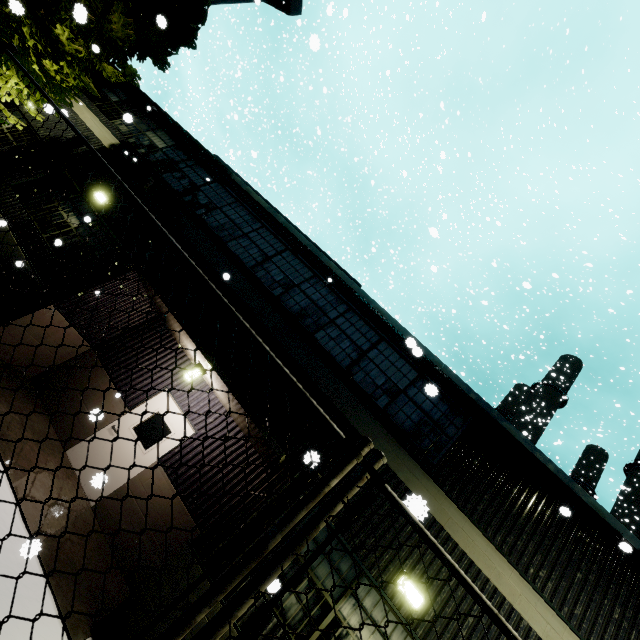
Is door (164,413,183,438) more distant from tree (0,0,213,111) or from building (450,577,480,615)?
tree (0,0,213,111)

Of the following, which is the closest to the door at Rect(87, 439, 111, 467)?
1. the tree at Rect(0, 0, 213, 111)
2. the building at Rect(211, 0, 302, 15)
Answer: the building at Rect(211, 0, 302, 15)

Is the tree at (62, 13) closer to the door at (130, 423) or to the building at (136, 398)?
the building at (136, 398)

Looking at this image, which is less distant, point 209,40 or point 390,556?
point 390,556

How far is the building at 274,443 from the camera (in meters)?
5.74
